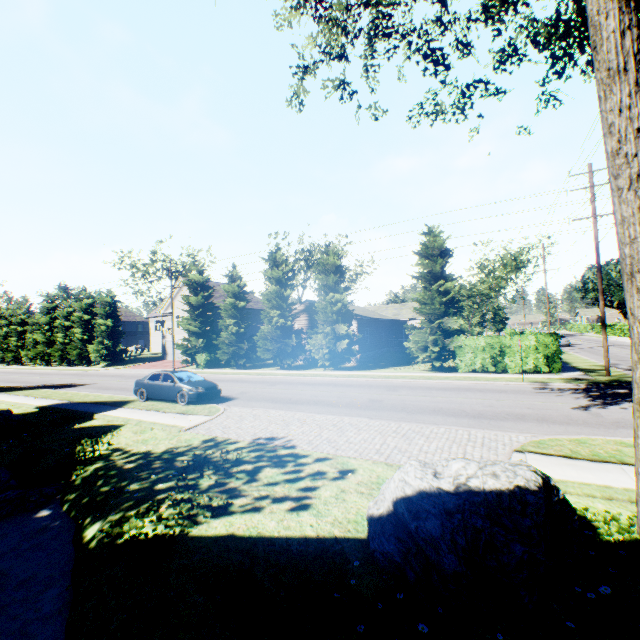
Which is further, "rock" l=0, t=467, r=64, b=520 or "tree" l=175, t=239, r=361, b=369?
"tree" l=175, t=239, r=361, b=369

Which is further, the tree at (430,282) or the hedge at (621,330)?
the hedge at (621,330)

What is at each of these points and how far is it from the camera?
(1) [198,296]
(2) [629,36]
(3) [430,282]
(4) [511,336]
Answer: (1) tree, 35.25m
(2) tree, 4.52m
(3) tree, 23.45m
(4) hedge, 20.44m

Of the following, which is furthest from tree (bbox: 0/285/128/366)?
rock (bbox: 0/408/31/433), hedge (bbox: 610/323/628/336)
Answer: rock (bbox: 0/408/31/433)

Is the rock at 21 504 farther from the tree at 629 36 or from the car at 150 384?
the tree at 629 36

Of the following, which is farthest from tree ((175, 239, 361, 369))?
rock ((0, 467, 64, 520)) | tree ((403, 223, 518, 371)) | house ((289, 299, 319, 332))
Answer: rock ((0, 467, 64, 520))

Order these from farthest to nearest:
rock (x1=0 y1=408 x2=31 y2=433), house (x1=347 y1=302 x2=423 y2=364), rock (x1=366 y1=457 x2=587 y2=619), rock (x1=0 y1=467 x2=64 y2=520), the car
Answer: house (x1=347 y1=302 x2=423 y2=364)
the car
rock (x1=0 y1=408 x2=31 y2=433)
rock (x1=0 y1=467 x2=64 y2=520)
rock (x1=366 y1=457 x2=587 y2=619)

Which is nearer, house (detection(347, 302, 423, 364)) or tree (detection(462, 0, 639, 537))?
tree (detection(462, 0, 639, 537))
